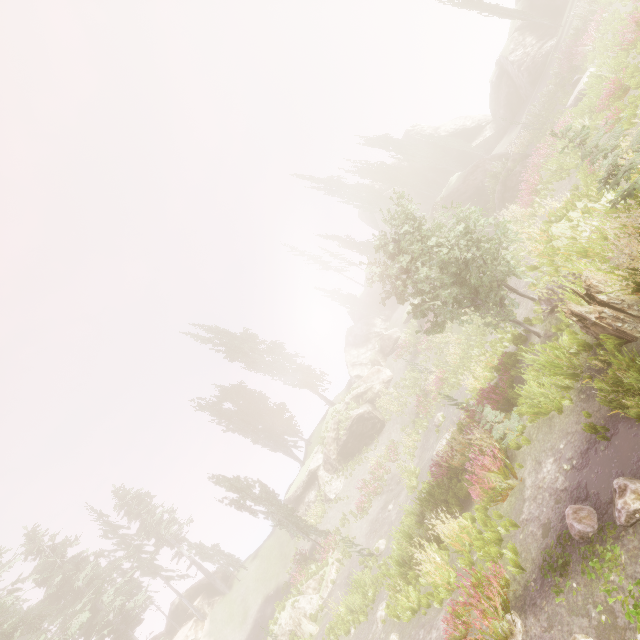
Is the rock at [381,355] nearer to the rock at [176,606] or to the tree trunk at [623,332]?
the rock at [176,606]

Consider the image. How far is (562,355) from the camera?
7.6m

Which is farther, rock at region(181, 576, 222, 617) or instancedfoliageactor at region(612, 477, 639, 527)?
rock at region(181, 576, 222, 617)

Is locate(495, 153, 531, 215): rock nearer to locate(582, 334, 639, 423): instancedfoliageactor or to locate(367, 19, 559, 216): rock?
locate(367, 19, 559, 216): rock

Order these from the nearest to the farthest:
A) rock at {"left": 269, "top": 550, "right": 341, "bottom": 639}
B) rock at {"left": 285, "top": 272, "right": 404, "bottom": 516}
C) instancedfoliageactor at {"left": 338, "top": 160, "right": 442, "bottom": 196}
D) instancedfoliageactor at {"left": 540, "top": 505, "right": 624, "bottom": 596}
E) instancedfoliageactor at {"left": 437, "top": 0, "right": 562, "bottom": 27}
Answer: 1. instancedfoliageactor at {"left": 540, "top": 505, "right": 624, "bottom": 596}
2. rock at {"left": 269, "top": 550, "right": 341, "bottom": 639}
3. instancedfoliageactor at {"left": 437, "top": 0, "right": 562, "bottom": 27}
4. rock at {"left": 285, "top": 272, "right": 404, "bottom": 516}
5. instancedfoliageactor at {"left": 338, "top": 160, "right": 442, "bottom": 196}

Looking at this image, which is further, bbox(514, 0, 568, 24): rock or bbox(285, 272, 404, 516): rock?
bbox(285, 272, 404, 516): rock

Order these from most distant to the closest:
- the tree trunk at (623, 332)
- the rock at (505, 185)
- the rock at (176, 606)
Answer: the rock at (176, 606)
the rock at (505, 185)
the tree trunk at (623, 332)

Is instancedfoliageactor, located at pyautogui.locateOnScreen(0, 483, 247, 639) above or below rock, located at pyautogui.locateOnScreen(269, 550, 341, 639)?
above
